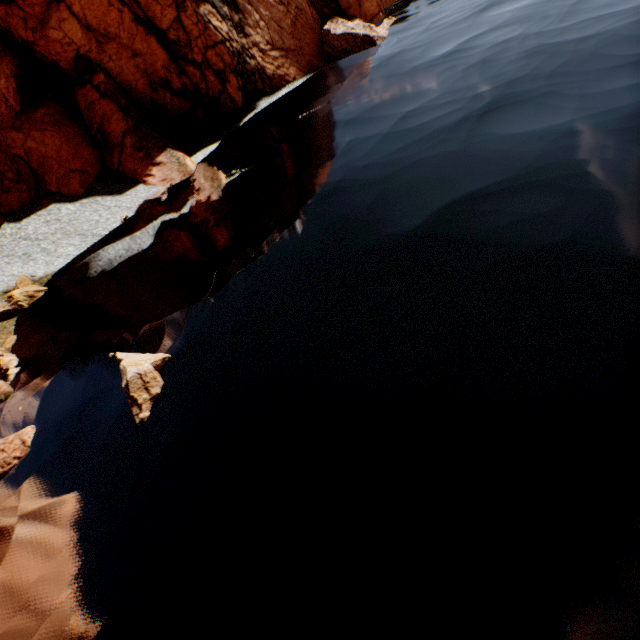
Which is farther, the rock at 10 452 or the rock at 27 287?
the rock at 27 287

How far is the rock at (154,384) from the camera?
9.73m

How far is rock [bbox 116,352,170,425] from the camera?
9.73m

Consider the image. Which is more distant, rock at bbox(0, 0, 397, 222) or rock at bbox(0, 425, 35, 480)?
rock at bbox(0, 0, 397, 222)

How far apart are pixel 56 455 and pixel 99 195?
20.8m

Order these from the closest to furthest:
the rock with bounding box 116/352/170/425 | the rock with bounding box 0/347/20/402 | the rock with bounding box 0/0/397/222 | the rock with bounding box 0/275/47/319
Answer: the rock with bounding box 116/352/170/425 < the rock with bounding box 0/347/20/402 < the rock with bounding box 0/275/47/319 < the rock with bounding box 0/0/397/222
